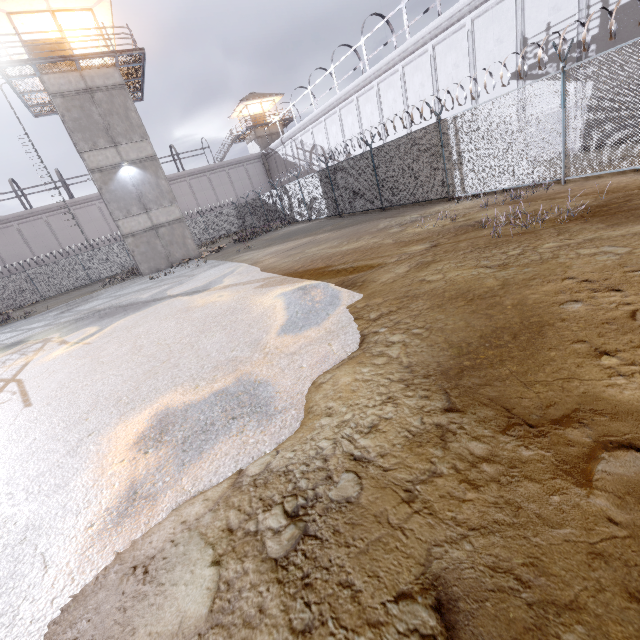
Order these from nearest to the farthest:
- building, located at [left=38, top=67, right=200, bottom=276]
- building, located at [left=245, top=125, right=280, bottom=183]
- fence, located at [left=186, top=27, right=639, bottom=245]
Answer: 1. fence, located at [left=186, top=27, right=639, bottom=245]
2. building, located at [left=38, top=67, right=200, bottom=276]
3. building, located at [left=245, top=125, right=280, bottom=183]

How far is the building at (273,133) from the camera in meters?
41.2

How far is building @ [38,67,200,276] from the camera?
18.4m

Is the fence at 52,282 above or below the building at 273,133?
below

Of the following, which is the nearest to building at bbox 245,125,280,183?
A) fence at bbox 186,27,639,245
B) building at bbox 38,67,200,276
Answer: fence at bbox 186,27,639,245

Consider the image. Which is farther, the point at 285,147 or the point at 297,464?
the point at 285,147

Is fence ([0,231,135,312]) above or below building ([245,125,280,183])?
below

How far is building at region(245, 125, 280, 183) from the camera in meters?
41.2 m
